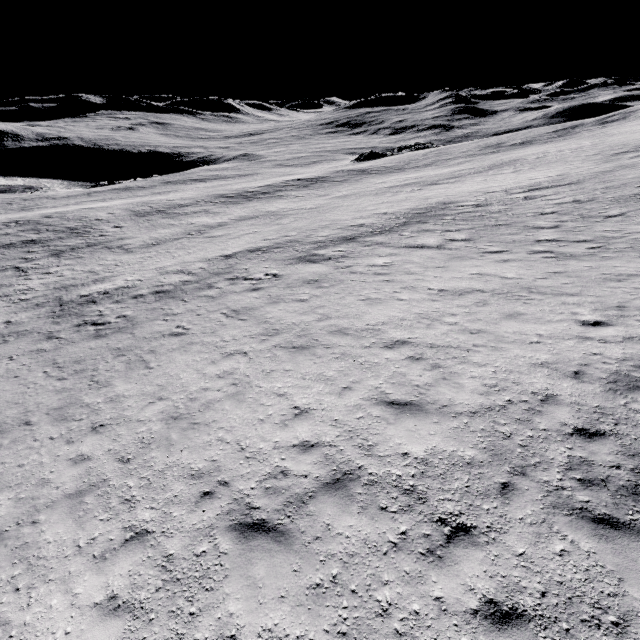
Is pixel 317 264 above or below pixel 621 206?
below
